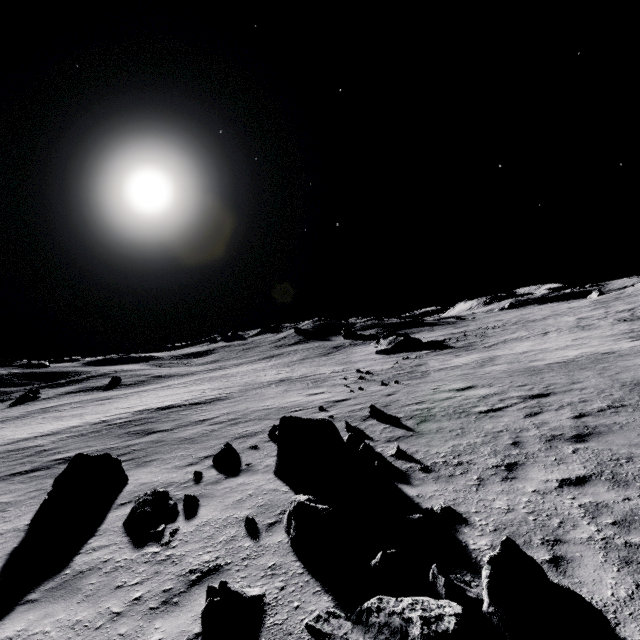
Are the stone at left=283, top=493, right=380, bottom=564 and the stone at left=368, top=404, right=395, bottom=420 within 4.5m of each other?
no

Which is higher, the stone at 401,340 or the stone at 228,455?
the stone at 401,340

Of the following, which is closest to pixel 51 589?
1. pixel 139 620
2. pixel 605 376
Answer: Result: pixel 139 620

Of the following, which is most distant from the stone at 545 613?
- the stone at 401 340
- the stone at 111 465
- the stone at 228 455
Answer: the stone at 401 340

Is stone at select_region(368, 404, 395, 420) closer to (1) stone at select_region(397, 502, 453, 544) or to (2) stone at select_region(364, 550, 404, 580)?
(1) stone at select_region(397, 502, 453, 544)

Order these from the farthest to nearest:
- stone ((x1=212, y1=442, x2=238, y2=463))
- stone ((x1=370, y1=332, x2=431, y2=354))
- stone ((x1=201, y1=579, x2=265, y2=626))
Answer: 1. stone ((x1=370, y1=332, x2=431, y2=354))
2. stone ((x1=212, y1=442, x2=238, y2=463))
3. stone ((x1=201, y1=579, x2=265, y2=626))

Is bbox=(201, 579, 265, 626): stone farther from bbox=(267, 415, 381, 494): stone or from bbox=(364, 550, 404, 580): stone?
bbox=(267, 415, 381, 494): stone

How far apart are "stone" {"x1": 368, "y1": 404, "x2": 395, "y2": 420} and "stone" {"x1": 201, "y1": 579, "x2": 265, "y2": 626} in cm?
757
